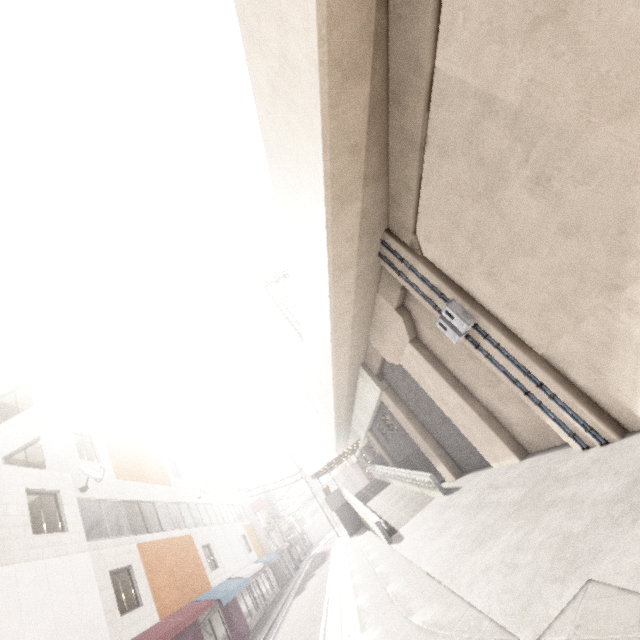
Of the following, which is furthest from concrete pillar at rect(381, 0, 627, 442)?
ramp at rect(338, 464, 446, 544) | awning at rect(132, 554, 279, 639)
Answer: awning at rect(132, 554, 279, 639)

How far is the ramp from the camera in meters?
13.9 m

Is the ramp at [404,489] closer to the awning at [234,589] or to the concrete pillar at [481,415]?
the concrete pillar at [481,415]

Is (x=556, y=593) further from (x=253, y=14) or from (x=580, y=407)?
(x=253, y=14)

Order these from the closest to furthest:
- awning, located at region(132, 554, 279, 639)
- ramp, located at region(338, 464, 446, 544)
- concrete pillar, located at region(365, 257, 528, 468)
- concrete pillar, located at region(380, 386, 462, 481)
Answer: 1. concrete pillar, located at region(365, 257, 528, 468)
2. awning, located at region(132, 554, 279, 639)
3. ramp, located at region(338, 464, 446, 544)
4. concrete pillar, located at region(380, 386, 462, 481)

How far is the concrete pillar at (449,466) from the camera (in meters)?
15.09

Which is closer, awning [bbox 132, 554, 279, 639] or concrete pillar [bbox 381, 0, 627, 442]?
concrete pillar [bbox 381, 0, 627, 442]

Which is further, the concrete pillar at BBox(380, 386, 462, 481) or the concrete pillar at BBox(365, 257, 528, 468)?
the concrete pillar at BBox(380, 386, 462, 481)
